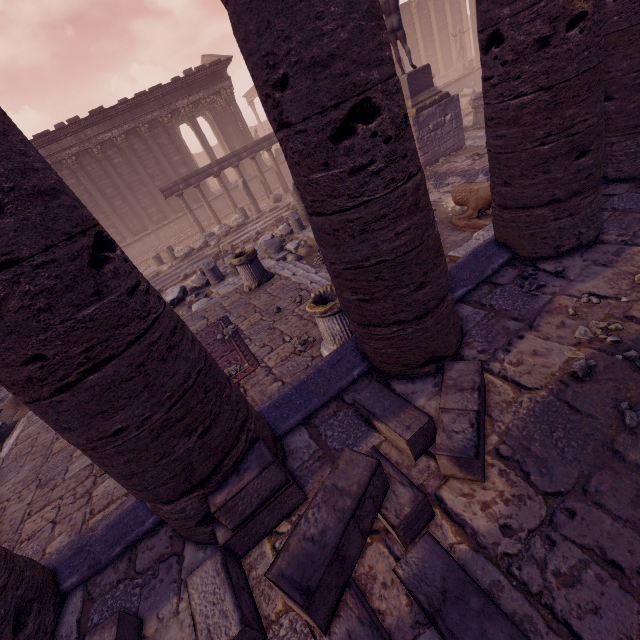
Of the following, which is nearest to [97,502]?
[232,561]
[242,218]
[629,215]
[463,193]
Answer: [232,561]

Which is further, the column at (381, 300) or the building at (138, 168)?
the building at (138, 168)

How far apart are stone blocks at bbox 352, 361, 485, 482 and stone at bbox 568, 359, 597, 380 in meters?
0.6

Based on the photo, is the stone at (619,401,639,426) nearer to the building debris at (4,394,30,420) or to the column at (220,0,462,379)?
the column at (220,0,462,379)

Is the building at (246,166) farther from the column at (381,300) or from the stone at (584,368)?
the stone at (584,368)

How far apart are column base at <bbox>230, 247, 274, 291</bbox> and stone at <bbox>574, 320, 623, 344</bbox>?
6.7m

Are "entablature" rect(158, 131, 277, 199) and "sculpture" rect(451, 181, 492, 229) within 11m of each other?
no

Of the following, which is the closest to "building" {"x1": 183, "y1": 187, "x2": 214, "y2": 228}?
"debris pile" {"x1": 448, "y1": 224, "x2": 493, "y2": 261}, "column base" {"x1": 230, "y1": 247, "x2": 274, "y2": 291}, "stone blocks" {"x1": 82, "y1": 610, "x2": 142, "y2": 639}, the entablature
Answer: the entablature
